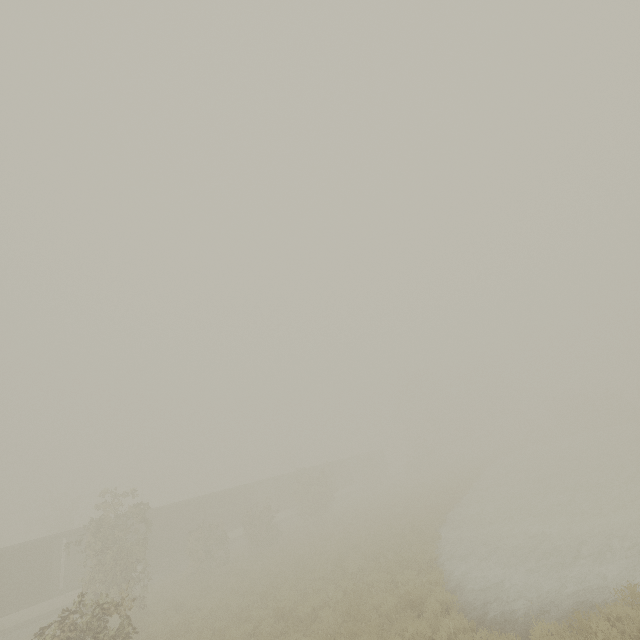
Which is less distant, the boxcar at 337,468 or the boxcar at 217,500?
the boxcar at 217,500

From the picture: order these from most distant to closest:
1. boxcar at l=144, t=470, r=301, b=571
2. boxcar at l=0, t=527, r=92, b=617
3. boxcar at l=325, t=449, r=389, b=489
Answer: boxcar at l=325, t=449, r=389, b=489
boxcar at l=144, t=470, r=301, b=571
boxcar at l=0, t=527, r=92, b=617

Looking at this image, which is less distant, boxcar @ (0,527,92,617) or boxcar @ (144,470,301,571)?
boxcar @ (0,527,92,617)

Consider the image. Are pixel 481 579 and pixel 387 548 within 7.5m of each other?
yes

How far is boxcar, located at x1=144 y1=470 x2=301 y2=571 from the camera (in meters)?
27.73
